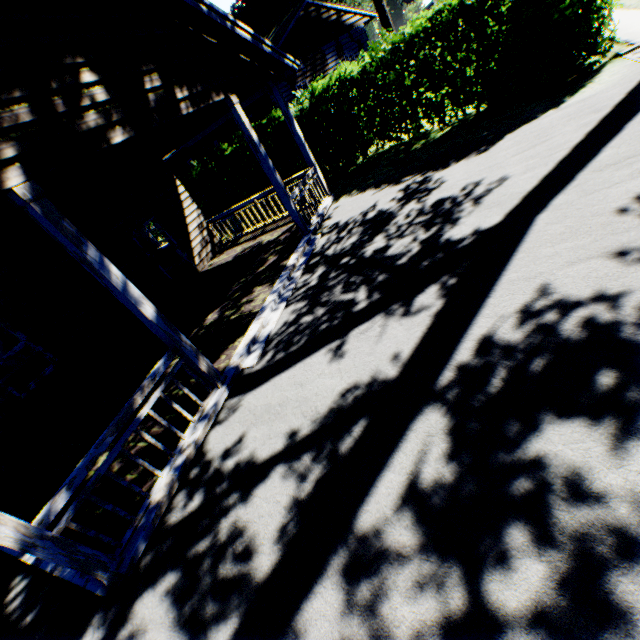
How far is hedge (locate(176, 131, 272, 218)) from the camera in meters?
14.1

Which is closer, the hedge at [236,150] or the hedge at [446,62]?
the hedge at [446,62]

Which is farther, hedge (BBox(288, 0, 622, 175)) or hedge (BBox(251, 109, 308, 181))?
hedge (BBox(251, 109, 308, 181))

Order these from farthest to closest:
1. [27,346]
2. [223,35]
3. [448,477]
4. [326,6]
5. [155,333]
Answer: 1. [326,6]
2. [27,346]
3. [223,35]
4. [155,333]
5. [448,477]

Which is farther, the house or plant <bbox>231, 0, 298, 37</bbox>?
plant <bbox>231, 0, 298, 37</bbox>

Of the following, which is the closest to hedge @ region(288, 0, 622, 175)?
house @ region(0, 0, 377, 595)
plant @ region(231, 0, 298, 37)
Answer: house @ region(0, 0, 377, 595)

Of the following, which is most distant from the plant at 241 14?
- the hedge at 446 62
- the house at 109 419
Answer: the hedge at 446 62
